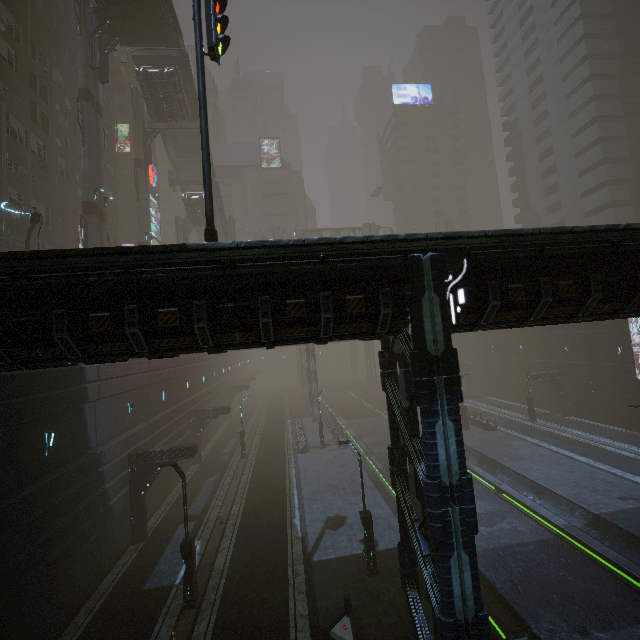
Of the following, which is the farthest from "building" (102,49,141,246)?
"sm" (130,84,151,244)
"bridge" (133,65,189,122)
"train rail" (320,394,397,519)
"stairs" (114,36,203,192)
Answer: "bridge" (133,65,189,122)

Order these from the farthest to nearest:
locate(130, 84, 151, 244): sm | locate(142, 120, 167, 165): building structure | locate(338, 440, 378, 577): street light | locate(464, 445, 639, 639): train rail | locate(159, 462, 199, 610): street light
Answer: locate(142, 120, 167, 165): building structure < locate(130, 84, 151, 244): sm < locate(338, 440, 378, 577): street light < locate(159, 462, 199, 610): street light < locate(464, 445, 639, 639): train rail

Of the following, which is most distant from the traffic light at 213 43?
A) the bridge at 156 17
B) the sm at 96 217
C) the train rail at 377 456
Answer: the sm at 96 217

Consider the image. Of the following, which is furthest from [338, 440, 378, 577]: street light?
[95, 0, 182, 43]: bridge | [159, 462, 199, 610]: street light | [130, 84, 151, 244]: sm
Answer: [95, 0, 182, 43]: bridge

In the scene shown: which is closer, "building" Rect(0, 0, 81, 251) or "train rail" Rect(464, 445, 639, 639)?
"train rail" Rect(464, 445, 639, 639)

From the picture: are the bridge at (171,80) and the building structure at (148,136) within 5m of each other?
yes

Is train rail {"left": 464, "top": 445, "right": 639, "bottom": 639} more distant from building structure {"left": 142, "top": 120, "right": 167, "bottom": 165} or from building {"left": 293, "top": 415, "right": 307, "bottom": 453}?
building structure {"left": 142, "top": 120, "right": 167, "bottom": 165}

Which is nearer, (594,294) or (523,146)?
(594,294)
